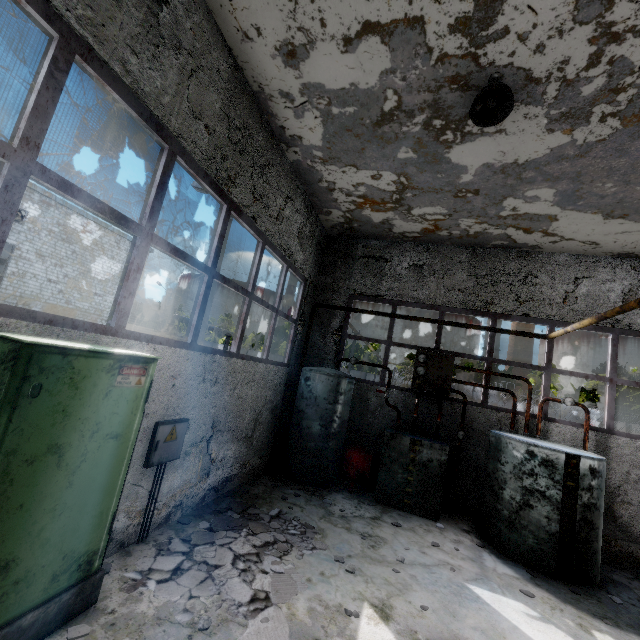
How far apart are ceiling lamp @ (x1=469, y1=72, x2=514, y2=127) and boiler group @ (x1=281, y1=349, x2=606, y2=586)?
5.2 meters

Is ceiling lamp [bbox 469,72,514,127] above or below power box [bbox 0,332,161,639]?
above

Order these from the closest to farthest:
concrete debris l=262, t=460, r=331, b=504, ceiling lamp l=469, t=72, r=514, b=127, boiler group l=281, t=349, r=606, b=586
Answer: ceiling lamp l=469, t=72, r=514, b=127
boiler group l=281, t=349, r=606, b=586
concrete debris l=262, t=460, r=331, b=504

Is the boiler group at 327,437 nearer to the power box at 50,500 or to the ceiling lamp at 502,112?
Result: the power box at 50,500

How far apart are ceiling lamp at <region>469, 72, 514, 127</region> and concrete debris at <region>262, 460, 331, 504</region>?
7.26m

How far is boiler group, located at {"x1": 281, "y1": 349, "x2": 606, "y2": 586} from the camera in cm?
567

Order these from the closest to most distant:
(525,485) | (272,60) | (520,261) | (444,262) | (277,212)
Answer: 1. (272,60)
2. (525,485)
3. (277,212)
4. (520,261)
5. (444,262)

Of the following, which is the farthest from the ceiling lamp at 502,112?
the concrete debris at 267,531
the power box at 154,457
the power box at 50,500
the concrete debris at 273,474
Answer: the concrete debris at 273,474
